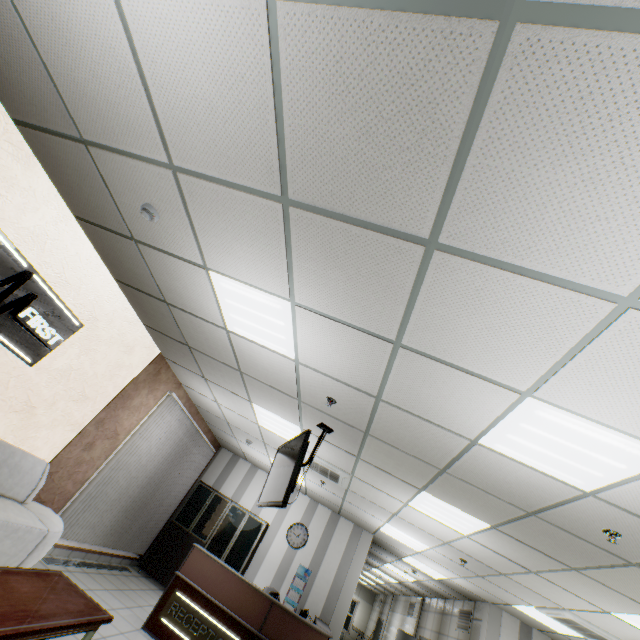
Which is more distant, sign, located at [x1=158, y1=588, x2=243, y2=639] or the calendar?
the calendar

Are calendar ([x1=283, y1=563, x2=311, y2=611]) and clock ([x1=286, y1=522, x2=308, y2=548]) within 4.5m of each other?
yes

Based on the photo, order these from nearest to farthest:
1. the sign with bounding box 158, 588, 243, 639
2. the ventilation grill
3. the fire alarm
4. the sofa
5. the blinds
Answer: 1. the fire alarm
2. the sofa
3. the sign with bounding box 158, 588, 243, 639
4. the blinds
5. the ventilation grill

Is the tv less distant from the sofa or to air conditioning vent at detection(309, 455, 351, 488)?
air conditioning vent at detection(309, 455, 351, 488)

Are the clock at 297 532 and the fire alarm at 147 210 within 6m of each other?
no

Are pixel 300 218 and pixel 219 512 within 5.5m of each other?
no

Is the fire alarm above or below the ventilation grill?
above

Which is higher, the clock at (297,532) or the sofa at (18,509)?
the clock at (297,532)
